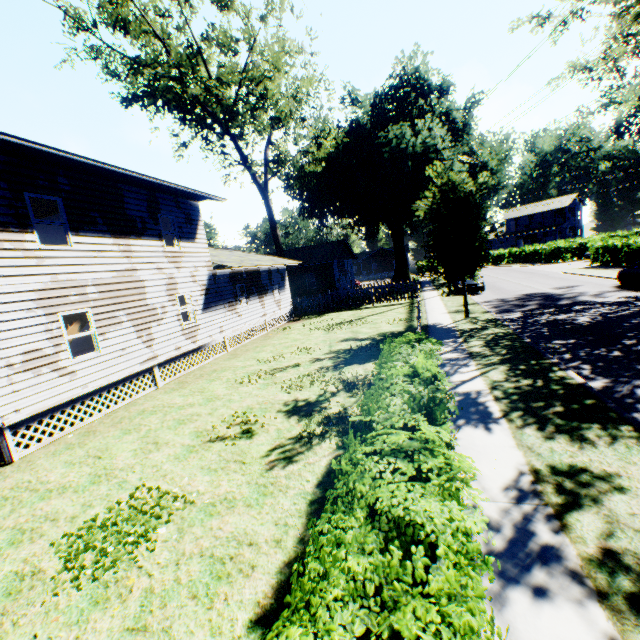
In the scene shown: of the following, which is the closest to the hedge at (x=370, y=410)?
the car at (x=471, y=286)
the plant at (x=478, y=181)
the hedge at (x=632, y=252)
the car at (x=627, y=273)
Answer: the plant at (x=478, y=181)

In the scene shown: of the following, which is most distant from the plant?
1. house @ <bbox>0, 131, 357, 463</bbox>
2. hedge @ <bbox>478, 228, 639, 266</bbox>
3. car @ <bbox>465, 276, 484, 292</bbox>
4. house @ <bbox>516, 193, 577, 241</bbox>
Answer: house @ <bbox>516, 193, 577, 241</bbox>

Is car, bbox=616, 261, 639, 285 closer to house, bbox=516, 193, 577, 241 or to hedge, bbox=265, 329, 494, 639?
hedge, bbox=265, 329, 494, 639

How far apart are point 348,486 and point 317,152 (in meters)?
33.29

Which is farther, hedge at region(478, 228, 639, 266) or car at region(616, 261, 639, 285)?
hedge at region(478, 228, 639, 266)

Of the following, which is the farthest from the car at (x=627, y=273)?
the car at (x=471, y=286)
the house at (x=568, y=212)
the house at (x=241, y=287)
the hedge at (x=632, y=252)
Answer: the house at (x=568, y=212)

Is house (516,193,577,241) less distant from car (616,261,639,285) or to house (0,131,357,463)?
house (0,131,357,463)

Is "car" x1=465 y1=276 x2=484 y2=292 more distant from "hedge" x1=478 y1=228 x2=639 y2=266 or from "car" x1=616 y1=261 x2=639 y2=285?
"hedge" x1=478 y1=228 x2=639 y2=266
